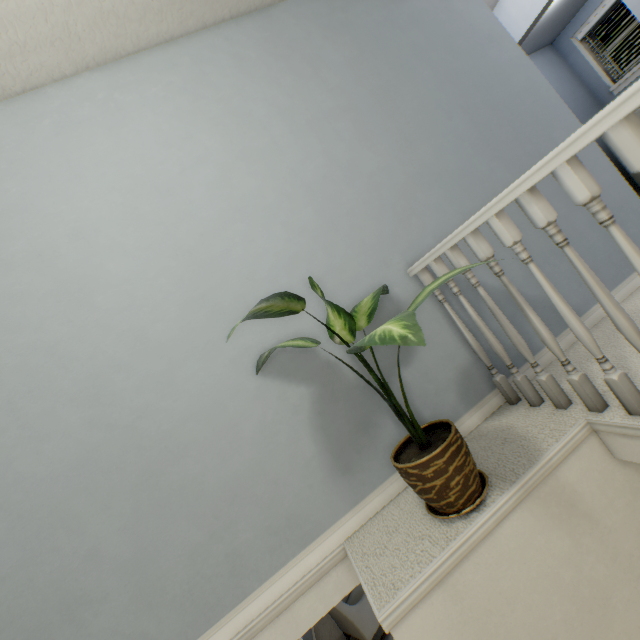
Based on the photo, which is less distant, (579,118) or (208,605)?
(208,605)

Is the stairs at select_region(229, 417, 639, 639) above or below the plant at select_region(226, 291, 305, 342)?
below

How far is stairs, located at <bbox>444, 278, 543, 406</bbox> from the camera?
1.38m

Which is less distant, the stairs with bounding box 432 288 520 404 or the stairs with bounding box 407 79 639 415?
the stairs with bounding box 407 79 639 415

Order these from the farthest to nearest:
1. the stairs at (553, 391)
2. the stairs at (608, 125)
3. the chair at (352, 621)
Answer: the chair at (352, 621) < the stairs at (553, 391) < the stairs at (608, 125)

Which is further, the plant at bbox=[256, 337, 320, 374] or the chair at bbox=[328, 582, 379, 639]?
the chair at bbox=[328, 582, 379, 639]

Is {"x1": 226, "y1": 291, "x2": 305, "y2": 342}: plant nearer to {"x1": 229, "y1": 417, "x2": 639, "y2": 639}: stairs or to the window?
{"x1": 229, "y1": 417, "x2": 639, "y2": 639}: stairs

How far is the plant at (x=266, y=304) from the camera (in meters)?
0.96
